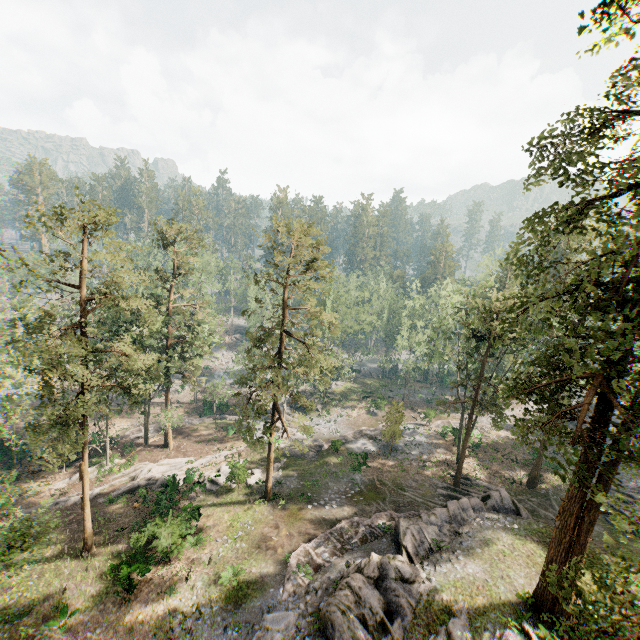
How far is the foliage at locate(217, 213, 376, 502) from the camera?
23.19m

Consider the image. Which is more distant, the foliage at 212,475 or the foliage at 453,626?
the foliage at 212,475

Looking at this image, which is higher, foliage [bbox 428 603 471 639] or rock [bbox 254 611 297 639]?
foliage [bbox 428 603 471 639]

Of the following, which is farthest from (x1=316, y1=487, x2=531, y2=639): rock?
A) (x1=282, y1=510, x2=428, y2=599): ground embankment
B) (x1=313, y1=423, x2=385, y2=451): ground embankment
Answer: (x1=313, y1=423, x2=385, y2=451): ground embankment

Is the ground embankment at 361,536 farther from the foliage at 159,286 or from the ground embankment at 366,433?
the ground embankment at 366,433

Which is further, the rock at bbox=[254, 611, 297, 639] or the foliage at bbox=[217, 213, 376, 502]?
the foliage at bbox=[217, 213, 376, 502]

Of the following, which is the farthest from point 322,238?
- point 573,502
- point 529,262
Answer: point 573,502

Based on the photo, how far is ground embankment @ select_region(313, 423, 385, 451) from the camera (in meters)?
35.50
